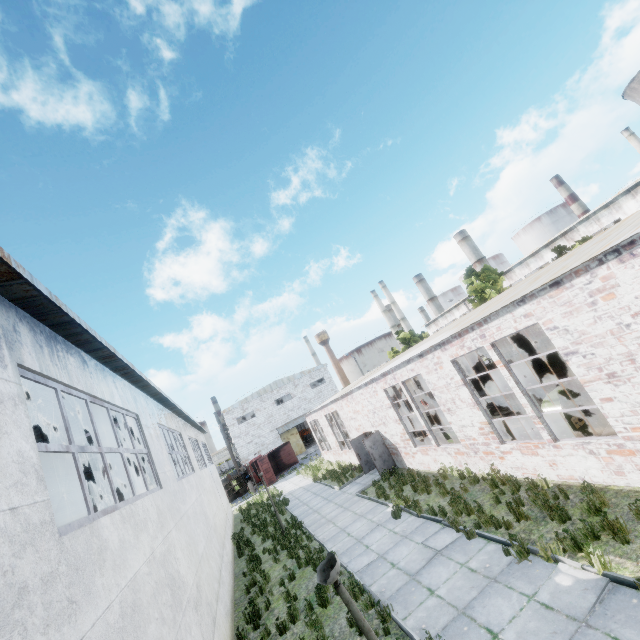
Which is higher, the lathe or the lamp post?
the lamp post

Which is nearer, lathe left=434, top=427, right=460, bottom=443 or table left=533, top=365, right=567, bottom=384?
lathe left=434, top=427, right=460, bottom=443

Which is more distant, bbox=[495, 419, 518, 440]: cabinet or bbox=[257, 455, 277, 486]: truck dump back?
bbox=[257, 455, 277, 486]: truck dump back

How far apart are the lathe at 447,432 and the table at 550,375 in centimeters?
652cm

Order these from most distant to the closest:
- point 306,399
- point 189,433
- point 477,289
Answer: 1. point 306,399
2. point 477,289
3. point 189,433

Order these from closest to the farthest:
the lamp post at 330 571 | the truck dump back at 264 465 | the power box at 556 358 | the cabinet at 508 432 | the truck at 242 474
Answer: the lamp post at 330 571 < the cabinet at 508 432 < the power box at 556 358 < the truck dump back at 264 465 < the truck at 242 474

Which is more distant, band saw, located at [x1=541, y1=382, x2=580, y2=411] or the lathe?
the lathe

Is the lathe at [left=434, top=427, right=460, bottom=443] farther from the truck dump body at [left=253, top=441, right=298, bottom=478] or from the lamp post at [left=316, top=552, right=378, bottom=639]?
the truck dump body at [left=253, top=441, right=298, bottom=478]
